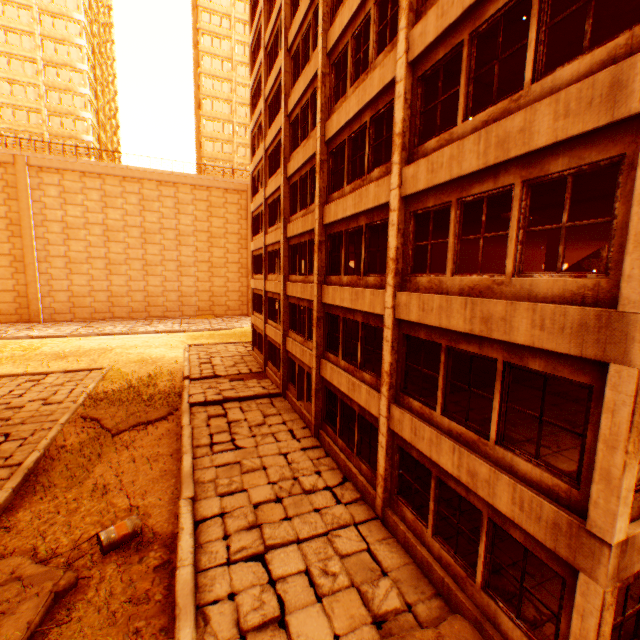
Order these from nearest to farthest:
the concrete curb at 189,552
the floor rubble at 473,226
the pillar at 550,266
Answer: the concrete curb at 189,552 < the floor rubble at 473,226 < the pillar at 550,266

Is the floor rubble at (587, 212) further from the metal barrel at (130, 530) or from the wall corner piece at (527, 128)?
the metal barrel at (130, 530)

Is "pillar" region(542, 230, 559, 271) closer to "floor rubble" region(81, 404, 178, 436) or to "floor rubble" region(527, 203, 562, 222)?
"floor rubble" region(527, 203, 562, 222)

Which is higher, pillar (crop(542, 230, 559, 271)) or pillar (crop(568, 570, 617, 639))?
pillar (crop(542, 230, 559, 271))

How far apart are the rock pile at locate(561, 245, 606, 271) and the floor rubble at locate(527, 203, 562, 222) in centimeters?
91cm

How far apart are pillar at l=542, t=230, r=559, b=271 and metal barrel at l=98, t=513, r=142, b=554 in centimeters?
1659cm

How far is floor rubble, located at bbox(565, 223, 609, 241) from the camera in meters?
13.1

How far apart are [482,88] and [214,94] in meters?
53.9 m
